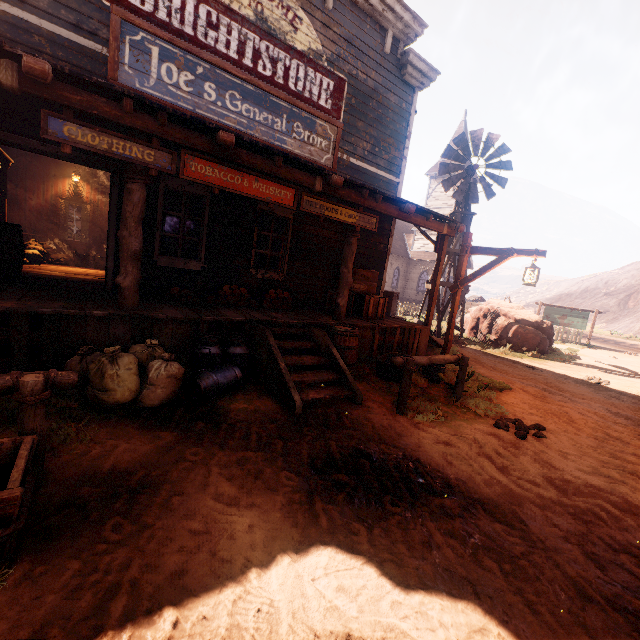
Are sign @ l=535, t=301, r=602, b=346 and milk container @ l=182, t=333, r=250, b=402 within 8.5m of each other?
no

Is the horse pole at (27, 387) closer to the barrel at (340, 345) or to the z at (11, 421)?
the z at (11, 421)

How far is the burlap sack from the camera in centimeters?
379cm

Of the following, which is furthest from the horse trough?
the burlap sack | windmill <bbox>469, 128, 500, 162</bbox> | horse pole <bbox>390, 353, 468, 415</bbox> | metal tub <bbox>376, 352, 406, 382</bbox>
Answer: windmill <bbox>469, 128, 500, 162</bbox>

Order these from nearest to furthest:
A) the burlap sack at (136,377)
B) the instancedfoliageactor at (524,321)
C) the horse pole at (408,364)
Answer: the burlap sack at (136,377) → the horse pole at (408,364) → the instancedfoliageactor at (524,321)

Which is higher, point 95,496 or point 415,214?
point 415,214

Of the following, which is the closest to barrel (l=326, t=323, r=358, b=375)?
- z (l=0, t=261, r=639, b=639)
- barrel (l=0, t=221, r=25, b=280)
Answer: z (l=0, t=261, r=639, b=639)

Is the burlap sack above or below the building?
below
